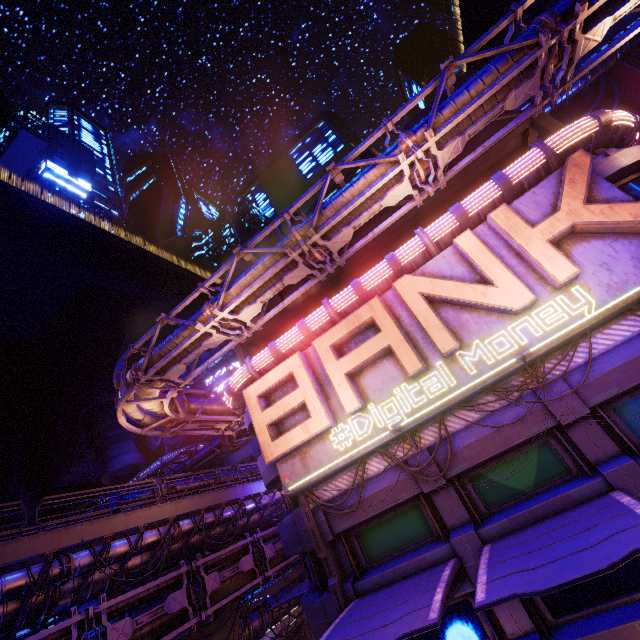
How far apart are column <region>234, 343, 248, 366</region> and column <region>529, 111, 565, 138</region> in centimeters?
1868cm

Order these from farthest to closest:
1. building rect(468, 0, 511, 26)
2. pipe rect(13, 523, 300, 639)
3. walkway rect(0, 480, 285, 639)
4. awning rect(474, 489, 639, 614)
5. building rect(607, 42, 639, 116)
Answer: building rect(468, 0, 511, 26), building rect(607, 42, 639, 116), pipe rect(13, 523, 300, 639), walkway rect(0, 480, 285, 639), awning rect(474, 489, 639, 614)

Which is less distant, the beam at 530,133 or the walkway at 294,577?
the beam at 530,133

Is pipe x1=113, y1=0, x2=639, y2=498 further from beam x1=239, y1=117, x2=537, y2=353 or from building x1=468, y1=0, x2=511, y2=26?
beam x1=239, y1=117, x2=537, y2=353

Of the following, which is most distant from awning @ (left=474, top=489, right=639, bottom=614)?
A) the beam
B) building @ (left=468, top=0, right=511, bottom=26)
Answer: building @ (left=468, top=0, right=511, bottom=26)

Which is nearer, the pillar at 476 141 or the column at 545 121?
the column at 545 121

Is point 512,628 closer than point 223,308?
Yes

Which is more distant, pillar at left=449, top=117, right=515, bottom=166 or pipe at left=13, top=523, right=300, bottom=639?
pillar at left=449, top=117, right=515, bottom=166
